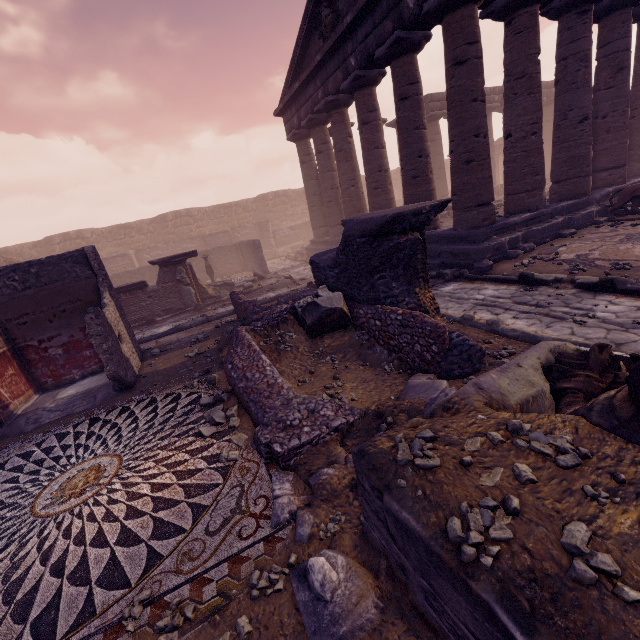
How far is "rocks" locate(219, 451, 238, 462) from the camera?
3.67m

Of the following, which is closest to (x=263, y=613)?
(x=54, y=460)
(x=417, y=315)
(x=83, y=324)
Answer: (x=417, y=315)

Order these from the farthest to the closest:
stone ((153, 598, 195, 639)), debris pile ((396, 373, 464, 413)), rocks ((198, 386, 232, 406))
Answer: rocks ((198, 386, 232, 406)), debris pile ((396, 373, 464, 413)), stone ((153, 598, 195, 639))

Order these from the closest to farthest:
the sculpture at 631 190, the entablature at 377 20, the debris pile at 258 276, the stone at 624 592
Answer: the stone at 624 592 < the entablature at 377 20 < the sculpture at 631 190 < the debris pile at 258 276

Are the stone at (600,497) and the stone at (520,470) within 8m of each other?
yes

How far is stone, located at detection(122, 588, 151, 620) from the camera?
2.3 meters

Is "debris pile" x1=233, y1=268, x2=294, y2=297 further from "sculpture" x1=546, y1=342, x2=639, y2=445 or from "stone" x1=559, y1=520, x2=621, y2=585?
"stone" x1=559, y1=520, x2=621, y2=585

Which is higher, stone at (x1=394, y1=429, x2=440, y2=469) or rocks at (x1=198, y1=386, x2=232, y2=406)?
stone at (x1=394, y1=429, x2=440, y2=469)
